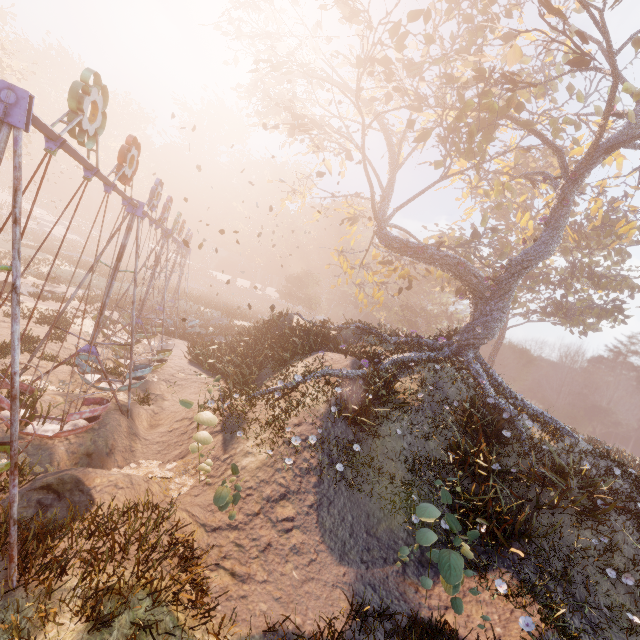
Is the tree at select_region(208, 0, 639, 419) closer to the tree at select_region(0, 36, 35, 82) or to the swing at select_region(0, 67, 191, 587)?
the swing at select_region(0, 67, 191, 587)

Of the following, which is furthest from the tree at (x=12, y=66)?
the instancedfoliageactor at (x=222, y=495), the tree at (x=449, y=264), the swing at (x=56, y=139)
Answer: the instancedfoliageactor at (x=222, y=495)

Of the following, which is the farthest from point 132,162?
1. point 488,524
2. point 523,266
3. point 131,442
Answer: point 523,266

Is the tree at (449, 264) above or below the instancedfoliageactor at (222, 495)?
above

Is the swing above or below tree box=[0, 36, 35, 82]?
below

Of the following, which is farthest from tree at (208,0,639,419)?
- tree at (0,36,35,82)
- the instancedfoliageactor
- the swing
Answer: tree at (0,36,35,82)

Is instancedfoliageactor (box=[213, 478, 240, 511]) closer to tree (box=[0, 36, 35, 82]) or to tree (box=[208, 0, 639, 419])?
tree (box=[208, 0, 639, 419])
